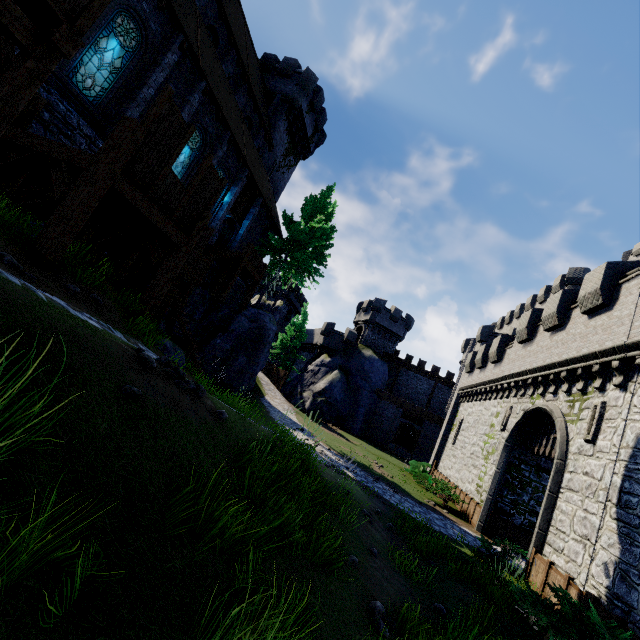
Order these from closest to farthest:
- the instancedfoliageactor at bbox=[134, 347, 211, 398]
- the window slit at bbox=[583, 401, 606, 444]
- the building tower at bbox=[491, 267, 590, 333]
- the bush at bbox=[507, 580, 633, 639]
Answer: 1. the instancedfoliageactor at bbox=[134, 347, 211, 398]
2. the bush at bbox=[507, 580, 633, 639]
3. the window slit at bbox=[583, 401, 606, 444]
4. the building tower at bbox=[491, 267, 590, 333]

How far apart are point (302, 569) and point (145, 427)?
2.8 meters

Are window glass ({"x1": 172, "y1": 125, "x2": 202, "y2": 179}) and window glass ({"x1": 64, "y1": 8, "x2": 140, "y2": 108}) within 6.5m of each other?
yes

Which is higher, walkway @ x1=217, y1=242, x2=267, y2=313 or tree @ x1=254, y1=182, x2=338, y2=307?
tree @ x1=254, y1=182, x2=338, y2=307

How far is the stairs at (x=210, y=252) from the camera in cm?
1733

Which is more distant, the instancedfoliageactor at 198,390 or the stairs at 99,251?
the stairs at 99,251

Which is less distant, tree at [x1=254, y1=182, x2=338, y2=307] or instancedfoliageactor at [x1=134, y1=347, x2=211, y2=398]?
instancedfoliageactor at [x1=134, y1=347, x2=211, y2=398]

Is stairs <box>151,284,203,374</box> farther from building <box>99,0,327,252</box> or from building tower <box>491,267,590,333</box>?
building tower <box>491,267,590,333</box>
